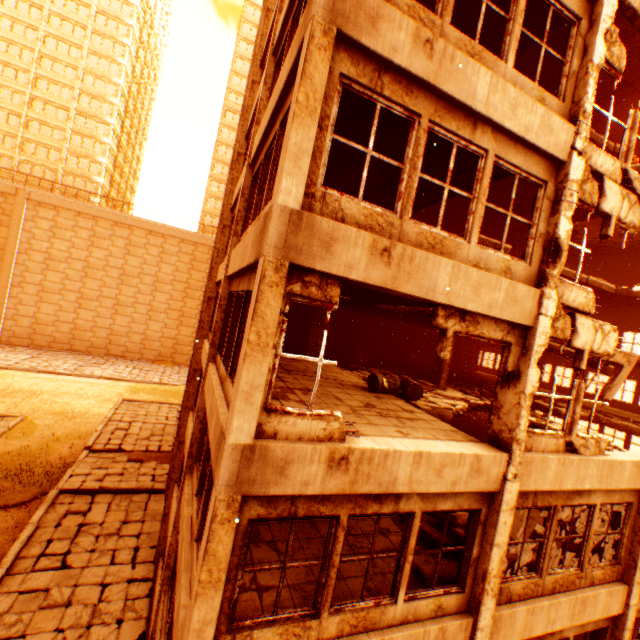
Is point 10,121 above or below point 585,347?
above

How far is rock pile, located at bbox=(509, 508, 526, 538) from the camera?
8.4 meters

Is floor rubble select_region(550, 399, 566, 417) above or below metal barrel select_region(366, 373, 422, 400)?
below

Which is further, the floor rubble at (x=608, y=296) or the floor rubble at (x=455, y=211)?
the floor rubble at (x=455, y=211)

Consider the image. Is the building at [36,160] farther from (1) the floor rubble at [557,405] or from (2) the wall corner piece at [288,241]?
(1) the floor rubble at [557,405]

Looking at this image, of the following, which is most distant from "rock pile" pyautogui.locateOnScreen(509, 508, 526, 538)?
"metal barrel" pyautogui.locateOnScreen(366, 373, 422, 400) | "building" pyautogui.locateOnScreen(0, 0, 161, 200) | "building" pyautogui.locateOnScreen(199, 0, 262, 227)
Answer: "building" pyautogui.locateOnScreen(0, 0, 161, 200)

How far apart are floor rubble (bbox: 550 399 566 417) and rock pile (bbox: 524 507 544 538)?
0.9 meters

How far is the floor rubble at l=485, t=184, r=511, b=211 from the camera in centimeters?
1347cm
